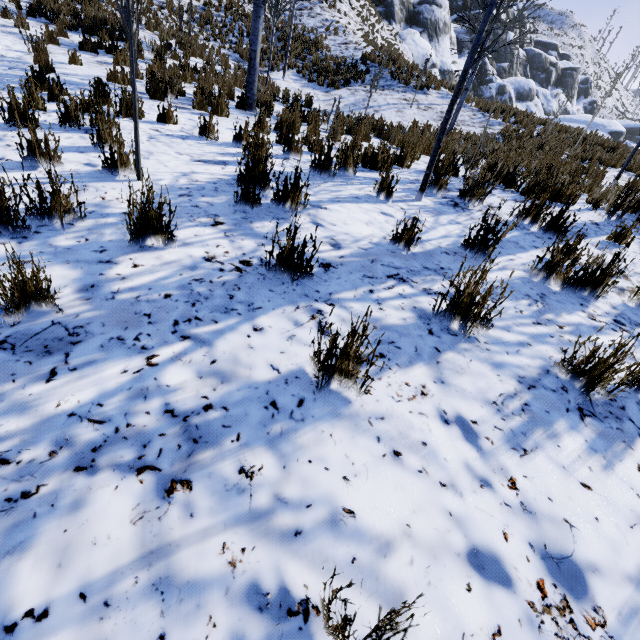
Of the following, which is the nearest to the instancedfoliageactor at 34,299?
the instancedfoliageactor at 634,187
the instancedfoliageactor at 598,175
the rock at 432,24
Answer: the instancedfoliageactor at 634,187

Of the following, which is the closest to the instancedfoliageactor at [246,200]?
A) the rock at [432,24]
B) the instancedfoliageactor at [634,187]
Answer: the instancedfoliageactor at [634,187]

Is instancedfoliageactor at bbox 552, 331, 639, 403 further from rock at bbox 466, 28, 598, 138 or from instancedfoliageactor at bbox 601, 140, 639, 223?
rock at bbox 466, 28, 598, 138

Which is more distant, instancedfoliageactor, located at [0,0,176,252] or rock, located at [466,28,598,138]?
rock, located at [466,28,598,138]

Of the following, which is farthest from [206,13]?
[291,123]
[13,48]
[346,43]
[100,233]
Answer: [100,233]

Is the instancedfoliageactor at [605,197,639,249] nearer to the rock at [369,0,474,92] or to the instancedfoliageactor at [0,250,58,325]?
the instancedfoliageactor at [0,250,58,325]

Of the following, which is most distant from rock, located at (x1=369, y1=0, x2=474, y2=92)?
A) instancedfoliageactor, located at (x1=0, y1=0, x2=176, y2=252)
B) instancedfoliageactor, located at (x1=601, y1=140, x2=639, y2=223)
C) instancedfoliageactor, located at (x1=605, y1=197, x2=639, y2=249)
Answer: instancedfoliageactor, located at (x1=605, y1=197, x2=639, y2=249)
